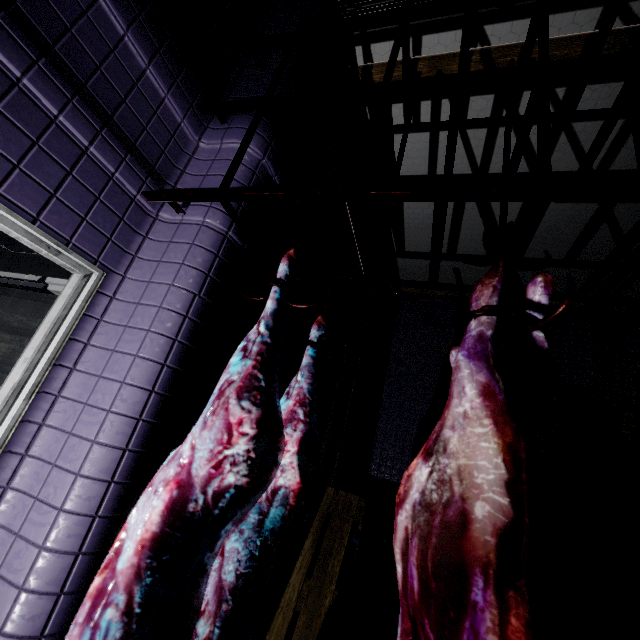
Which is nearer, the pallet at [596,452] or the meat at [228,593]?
the meat at [228,593]

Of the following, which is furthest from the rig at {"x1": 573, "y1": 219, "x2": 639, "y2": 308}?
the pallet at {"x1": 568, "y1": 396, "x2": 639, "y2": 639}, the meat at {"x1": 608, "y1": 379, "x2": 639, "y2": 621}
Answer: the pallet at {"x1": 568, "y1": 396, "x2": 639, "y2": 639}

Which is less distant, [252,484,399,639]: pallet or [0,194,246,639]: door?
[0,194,246,639]: door

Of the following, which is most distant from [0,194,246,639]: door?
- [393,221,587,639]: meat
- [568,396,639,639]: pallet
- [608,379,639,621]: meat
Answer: [568,396,639,639]: pallet

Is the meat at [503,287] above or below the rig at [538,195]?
below

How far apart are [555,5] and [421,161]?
1.3m

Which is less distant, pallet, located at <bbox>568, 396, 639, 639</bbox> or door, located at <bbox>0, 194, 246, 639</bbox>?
door, located at <bbox>0, 194, 246, 639</bbox>
